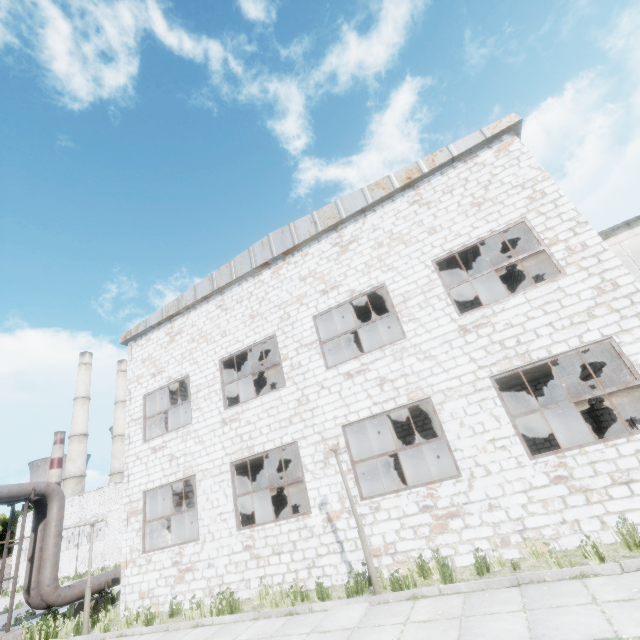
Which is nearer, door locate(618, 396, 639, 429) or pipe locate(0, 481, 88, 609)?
door locate(618, 396, 639, 429)

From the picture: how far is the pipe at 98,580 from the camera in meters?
13.5 m

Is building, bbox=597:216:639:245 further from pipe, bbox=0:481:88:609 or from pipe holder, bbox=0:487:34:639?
pipe holder, bbox=0:487:34:639

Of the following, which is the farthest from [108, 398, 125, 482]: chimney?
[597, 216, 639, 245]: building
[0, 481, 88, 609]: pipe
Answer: [597, 216, 639, 245]: building

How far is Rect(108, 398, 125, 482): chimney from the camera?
54.0 meters

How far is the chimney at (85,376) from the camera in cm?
4800

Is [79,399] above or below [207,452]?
above

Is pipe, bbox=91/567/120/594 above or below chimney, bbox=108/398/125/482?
below
